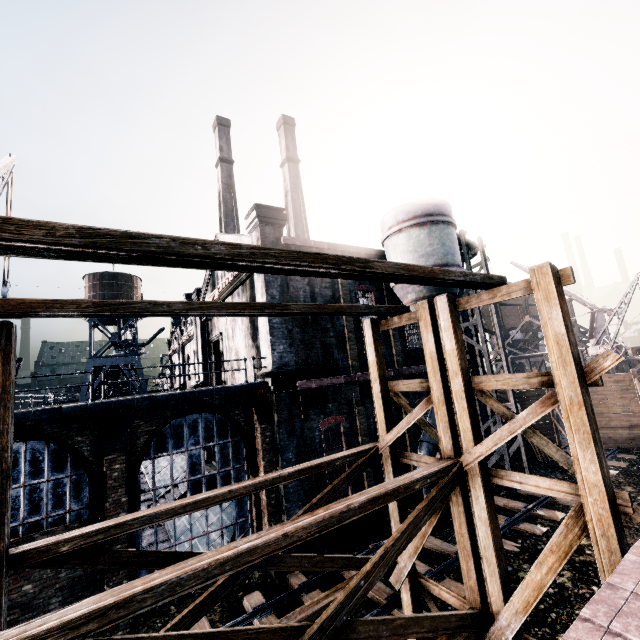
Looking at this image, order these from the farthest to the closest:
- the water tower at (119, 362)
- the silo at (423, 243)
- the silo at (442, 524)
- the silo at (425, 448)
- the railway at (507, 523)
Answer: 1. the water tower at (119, 362)
2. the silo at (423, 243)
3. the silo at (425, 448)
4. the silo at (442, 524)
5. the railway at (507, 523)

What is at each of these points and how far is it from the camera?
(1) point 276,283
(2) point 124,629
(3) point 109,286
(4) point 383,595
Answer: (1) building, 16.6 meters
(2) building, 11.1 meters
(3) water tower, 43.3 meters
(4) railway, 11.4 meters

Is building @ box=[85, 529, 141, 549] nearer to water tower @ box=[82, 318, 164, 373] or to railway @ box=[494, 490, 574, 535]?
railway @ box=[494, 490, 574, 535]

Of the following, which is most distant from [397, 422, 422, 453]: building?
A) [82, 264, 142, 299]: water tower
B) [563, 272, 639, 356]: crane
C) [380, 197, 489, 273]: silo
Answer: [563, 272, 639, 356]: crane

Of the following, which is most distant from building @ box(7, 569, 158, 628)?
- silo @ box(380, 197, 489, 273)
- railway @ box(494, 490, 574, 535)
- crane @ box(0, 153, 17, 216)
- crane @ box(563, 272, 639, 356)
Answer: crane @ box(563, 272, 639, 356)

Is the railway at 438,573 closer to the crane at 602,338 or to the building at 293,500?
the building at 293,500

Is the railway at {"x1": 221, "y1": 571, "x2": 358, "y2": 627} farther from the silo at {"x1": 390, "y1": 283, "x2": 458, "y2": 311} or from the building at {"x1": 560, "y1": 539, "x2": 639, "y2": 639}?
the building at {"x1": 560, "y1": 539, "x2": 639, "y2": 639}

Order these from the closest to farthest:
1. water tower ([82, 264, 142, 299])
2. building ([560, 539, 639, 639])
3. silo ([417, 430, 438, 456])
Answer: building ([560, 539, 639, 639]) → silo ([417, 430, 438, 456]) → water tower ([82, 264, 142, 299])
